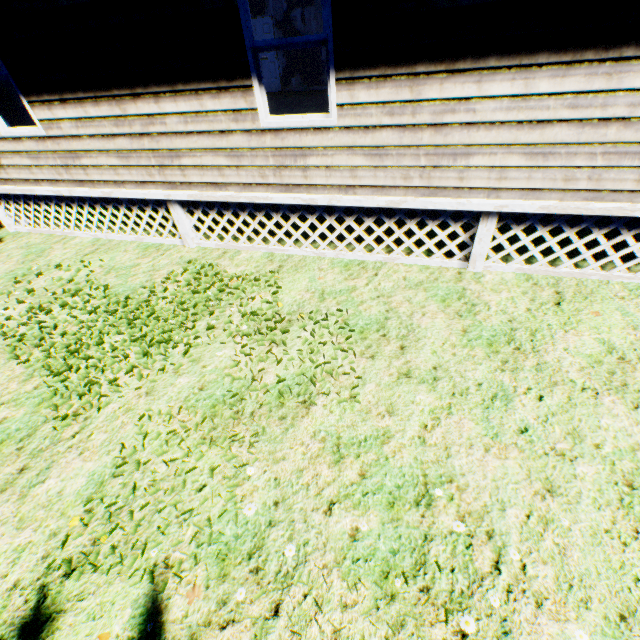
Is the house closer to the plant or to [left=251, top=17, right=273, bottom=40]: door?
[left=251, top=17, right=273, bottom=40]: door

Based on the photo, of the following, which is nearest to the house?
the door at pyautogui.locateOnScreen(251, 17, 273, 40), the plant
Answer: the door at pyautogui.locateOnScreen(251, 17, 273, 40)

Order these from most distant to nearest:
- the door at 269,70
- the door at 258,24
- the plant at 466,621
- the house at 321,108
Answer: the door at 269,70
the door at 258,24
the house at 321,108
the plant at 466,621

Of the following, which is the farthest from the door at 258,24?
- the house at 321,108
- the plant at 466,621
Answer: the plant at 466,621

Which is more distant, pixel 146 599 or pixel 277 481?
pixel 277 481
